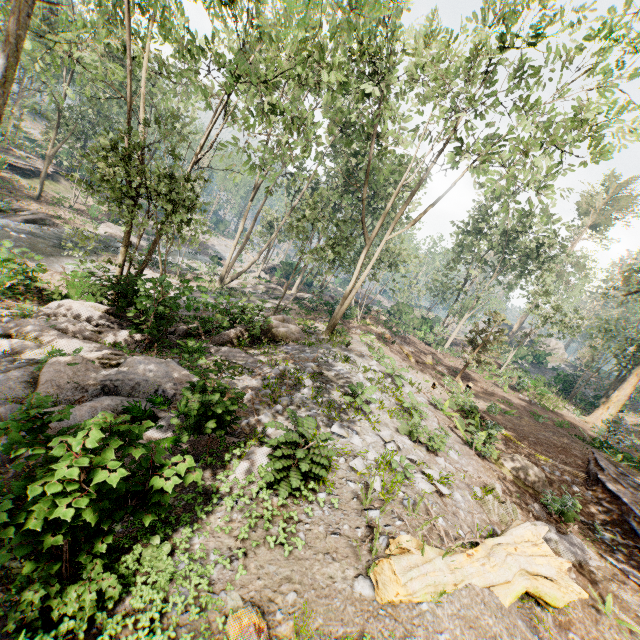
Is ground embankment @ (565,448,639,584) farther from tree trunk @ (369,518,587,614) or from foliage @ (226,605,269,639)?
tree trunk @ (369,518,587,614)

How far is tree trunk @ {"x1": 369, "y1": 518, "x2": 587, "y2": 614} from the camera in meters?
4.3

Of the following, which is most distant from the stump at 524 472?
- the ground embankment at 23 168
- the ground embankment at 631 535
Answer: the ground embankment at 23 168

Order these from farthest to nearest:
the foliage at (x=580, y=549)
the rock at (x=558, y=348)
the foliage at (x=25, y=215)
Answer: the rock at (x=558, y=348)
the foliage at (x=25, y=215)
the foliage at (x=580, y=549)

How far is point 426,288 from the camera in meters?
48.6 m

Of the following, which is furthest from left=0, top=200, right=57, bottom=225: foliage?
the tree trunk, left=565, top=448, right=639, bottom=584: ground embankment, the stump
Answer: the tree trunk

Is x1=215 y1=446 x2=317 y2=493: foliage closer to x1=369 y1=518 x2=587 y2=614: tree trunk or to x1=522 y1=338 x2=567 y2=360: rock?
x1=522 y1=338 x2=567 y2=360: rock

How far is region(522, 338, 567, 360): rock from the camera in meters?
49.4 m
